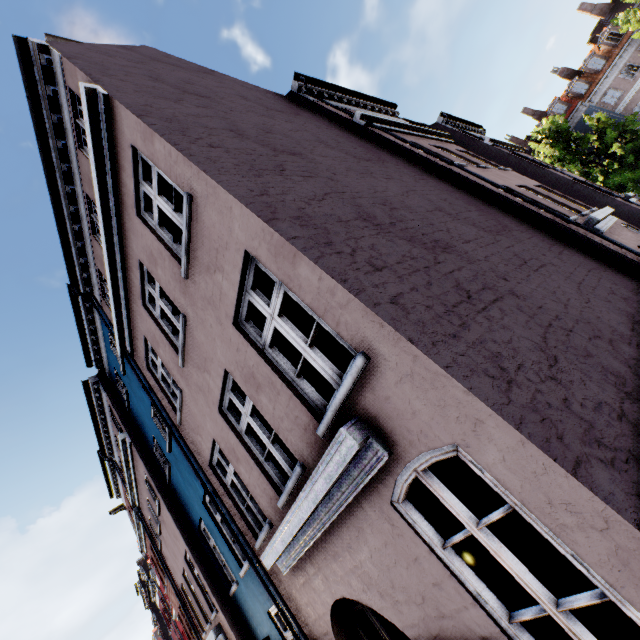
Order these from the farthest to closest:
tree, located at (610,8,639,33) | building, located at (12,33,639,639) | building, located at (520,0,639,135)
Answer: building, located at (520,0,639,135)
tree, located at (610,8,639,33)
building, located at (12,33,639,639)

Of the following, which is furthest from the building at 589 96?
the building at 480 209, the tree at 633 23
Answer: the building at 480 209

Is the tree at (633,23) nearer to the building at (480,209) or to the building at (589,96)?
the building at (589,96)

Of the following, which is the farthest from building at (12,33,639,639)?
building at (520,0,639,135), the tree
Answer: building at (520,0,639,135)

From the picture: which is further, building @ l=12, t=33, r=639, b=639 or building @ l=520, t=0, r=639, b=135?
building @ l=520, t=0, r=639, b=135

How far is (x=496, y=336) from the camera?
2.7m

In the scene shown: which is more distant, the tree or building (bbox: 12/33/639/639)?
the tree

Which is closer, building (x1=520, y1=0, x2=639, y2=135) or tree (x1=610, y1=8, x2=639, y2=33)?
tree (x1=610, y1=8, x2=639, y2=33)
